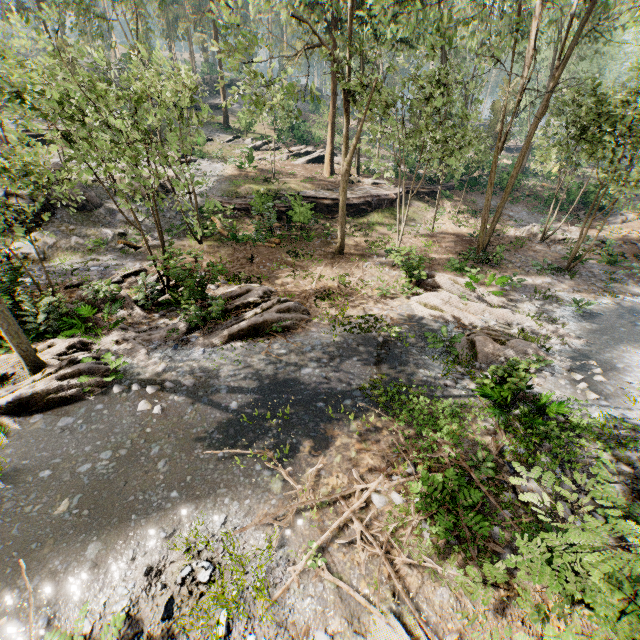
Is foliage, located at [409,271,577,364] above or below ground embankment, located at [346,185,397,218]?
below

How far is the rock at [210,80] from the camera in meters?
44.8

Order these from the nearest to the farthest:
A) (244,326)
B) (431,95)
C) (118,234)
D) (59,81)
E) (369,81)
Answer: (59,81) → (244,326) → (369,81) → (431,95) → (118,234)

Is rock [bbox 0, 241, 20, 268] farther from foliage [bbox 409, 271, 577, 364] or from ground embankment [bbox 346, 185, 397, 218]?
ground embankment [bbox 346, 185, 397, 218]

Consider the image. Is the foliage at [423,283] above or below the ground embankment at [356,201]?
below

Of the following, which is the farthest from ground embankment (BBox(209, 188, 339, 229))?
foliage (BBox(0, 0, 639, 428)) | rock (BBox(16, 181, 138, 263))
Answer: rock (BBox(16, 181, 138, 263))

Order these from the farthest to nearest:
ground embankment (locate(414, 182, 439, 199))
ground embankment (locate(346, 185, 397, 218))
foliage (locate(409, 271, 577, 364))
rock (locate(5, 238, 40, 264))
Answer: ground embankment (locate(414, 182, 439, 199))
ground embankment (locate(346, 185, 397, 218))
rock (locate(5, 238, 40, 264))
foliage (locate(409, 271, 577, 364))

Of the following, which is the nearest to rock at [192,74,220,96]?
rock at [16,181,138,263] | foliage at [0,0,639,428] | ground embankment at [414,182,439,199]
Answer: foliage at [0,0,639,428]
